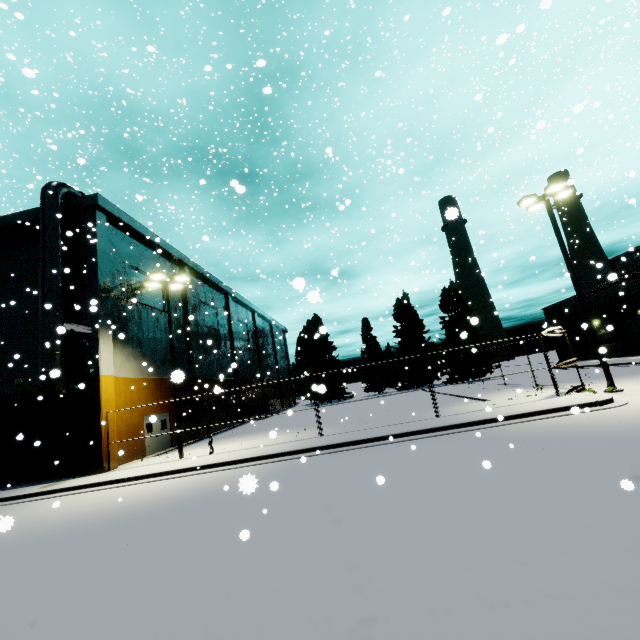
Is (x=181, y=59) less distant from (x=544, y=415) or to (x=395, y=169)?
(x=395, y=169)

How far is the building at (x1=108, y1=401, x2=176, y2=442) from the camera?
17.37m

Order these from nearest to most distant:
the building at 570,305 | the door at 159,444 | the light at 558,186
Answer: the light at 558,186 → the door at 159,444 → the building at 570,305

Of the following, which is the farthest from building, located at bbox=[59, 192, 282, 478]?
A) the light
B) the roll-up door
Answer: the light

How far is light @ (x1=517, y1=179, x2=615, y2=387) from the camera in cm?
1463

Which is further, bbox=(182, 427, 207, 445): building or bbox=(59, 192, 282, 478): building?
bbox=(182, 427, 207, 445): building

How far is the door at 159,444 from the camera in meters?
20.7 m
